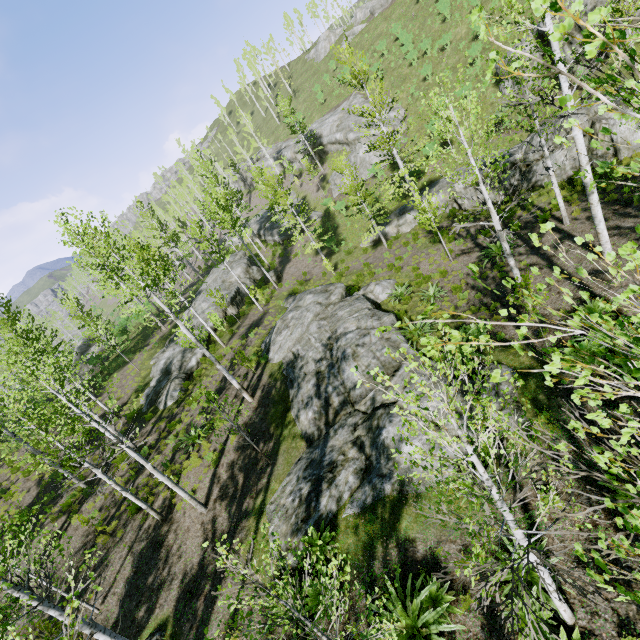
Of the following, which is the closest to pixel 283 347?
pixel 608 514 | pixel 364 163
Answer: pixel 608 514

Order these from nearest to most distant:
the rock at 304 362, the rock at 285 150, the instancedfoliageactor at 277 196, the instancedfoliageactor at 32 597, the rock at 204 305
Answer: the instancedfoliageactor at 32 597, the rock at 304 362, the instancedfoliageactor at 277 196, the rock at 204 305, the rock at 285 150

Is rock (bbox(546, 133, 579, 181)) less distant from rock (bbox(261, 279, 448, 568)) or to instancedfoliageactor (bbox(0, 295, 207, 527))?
instancedfoliageactor (bbox(0, 295, 207, 527))

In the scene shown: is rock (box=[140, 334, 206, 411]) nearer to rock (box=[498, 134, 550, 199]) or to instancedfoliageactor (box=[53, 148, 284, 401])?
instancedfoliageactor (box=[53, 148, 284, 401])

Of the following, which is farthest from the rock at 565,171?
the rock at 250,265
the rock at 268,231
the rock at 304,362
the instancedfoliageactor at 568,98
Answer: the rock at 268,231

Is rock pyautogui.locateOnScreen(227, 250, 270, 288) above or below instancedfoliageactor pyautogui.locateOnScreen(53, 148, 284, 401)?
below

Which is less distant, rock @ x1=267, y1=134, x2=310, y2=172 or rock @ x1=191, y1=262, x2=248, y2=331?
rock @ x1=191, y1=262, x2=248, y2=331

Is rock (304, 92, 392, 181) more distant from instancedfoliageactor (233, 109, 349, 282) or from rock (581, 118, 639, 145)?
rock (581, 118, 639, 145)
